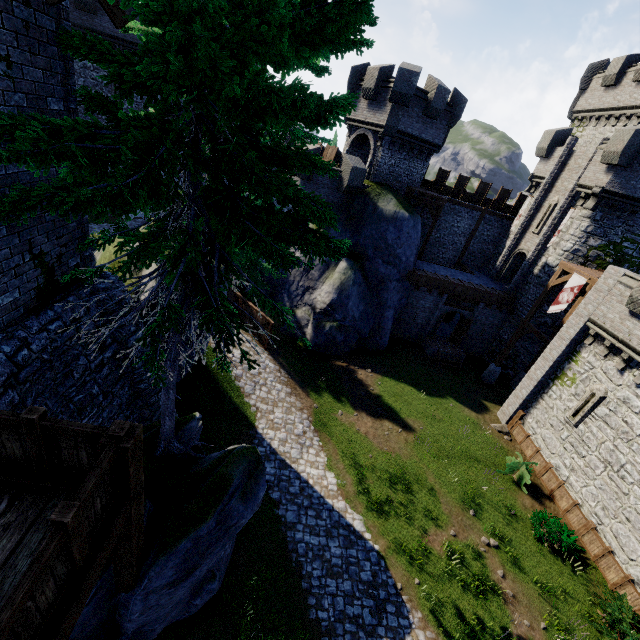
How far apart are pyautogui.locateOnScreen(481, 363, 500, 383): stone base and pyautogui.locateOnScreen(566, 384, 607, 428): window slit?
6.8 meters

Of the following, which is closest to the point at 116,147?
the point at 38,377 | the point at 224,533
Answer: the point at 38,377

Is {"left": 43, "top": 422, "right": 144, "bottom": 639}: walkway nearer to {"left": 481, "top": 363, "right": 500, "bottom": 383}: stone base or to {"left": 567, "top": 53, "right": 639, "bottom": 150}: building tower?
{"left": 481, "top": 363, "right": 500, "bottom": 383}: stone base

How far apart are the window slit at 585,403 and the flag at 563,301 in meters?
4.9 m

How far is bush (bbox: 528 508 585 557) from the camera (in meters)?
13.97

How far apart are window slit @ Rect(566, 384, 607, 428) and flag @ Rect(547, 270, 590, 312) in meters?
4.9

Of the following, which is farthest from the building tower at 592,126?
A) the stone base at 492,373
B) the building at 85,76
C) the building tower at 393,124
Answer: the building at 85,76

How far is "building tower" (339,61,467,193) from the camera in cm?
2084
